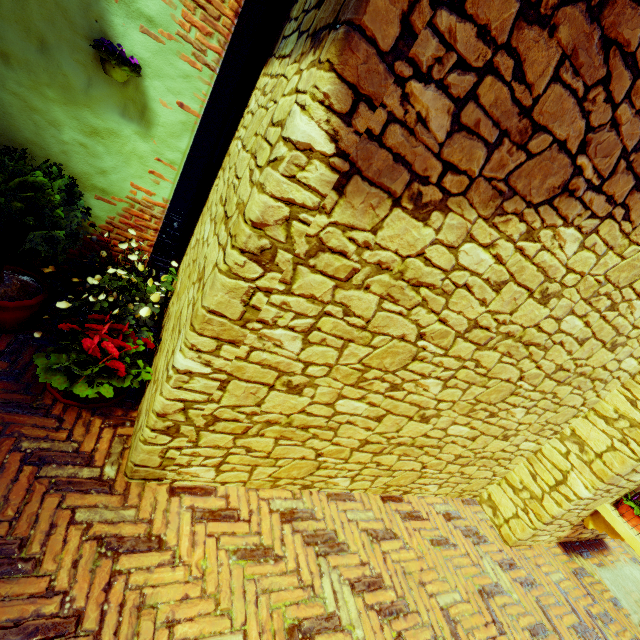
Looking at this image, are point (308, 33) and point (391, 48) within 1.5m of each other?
yes

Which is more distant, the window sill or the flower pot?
the window sill

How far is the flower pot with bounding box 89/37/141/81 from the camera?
2.1m

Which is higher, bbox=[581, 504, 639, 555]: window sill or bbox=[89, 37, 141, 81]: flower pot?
bbox=[89, 37, 141, 81]: flower pot

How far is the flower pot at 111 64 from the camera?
2.1 meters

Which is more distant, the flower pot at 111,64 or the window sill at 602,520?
the window sill at 602,520
